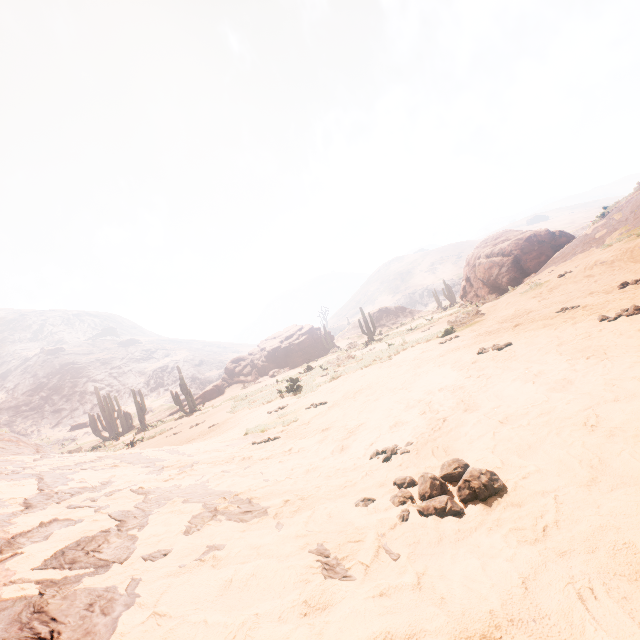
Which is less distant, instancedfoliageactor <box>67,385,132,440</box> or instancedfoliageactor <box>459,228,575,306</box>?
instancedfoliageactor <box>459,228,575,306</box>

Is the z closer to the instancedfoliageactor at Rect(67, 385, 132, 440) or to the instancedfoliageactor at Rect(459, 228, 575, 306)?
the instancedfoliageactor at Rect(67, 385, 132, 440)

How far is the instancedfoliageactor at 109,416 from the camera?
30.4 meters

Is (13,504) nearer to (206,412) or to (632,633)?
(632,633)

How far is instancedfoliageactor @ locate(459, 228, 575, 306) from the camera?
19.5m

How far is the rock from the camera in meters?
34.7

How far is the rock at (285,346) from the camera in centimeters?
3466cm

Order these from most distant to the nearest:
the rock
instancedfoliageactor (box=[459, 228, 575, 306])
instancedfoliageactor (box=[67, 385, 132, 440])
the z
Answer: the rock < instancedfoliageactor (box=[67, 385, 132, 440]) < instancedfoliageactor (box=[459, 228, 575, 306]) < the z
